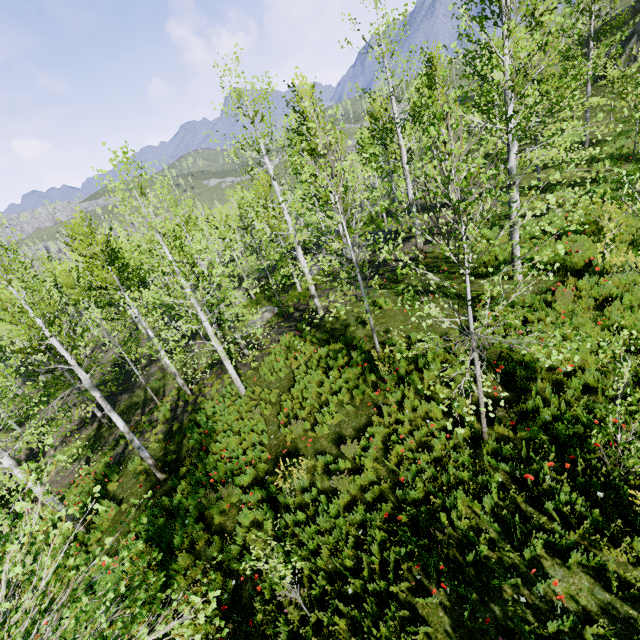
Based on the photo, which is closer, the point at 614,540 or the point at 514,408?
the point at 614,540

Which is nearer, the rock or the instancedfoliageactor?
the instancedfoliageactor

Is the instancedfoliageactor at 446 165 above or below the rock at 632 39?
below

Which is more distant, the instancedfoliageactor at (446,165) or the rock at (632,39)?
the rock at (632,39)

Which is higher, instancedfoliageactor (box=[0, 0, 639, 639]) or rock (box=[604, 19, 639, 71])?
rock (box=[604, 19, 639, 71])
